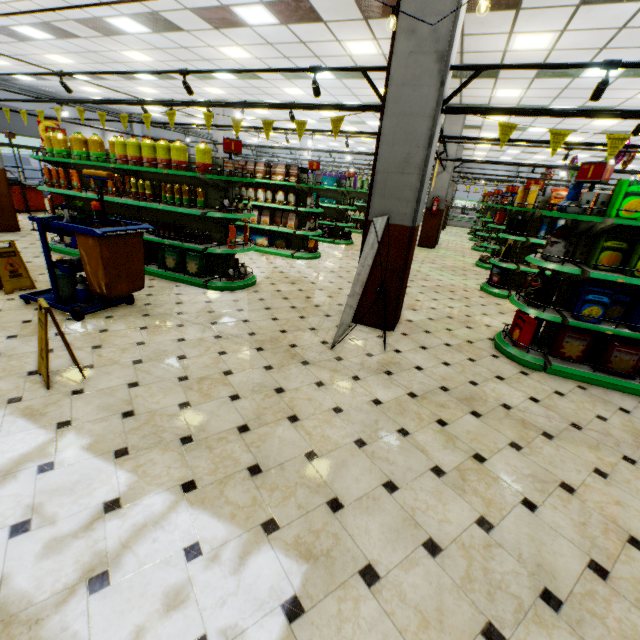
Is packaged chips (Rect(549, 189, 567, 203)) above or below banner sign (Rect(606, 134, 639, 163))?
below

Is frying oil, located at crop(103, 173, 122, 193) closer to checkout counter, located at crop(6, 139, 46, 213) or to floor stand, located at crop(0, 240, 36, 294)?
floor stand, located at crop(0, 240, 36, 294)

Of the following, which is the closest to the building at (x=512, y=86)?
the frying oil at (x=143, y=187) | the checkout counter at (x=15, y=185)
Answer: the checkout counter at (x=15, y=185)

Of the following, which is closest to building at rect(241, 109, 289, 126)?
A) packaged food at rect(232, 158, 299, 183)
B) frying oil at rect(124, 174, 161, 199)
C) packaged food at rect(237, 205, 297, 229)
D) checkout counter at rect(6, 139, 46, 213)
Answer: checkout counter at rect(6, 139, 46, 213)

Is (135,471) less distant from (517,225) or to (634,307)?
(634,307)

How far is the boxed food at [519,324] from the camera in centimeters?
431cm

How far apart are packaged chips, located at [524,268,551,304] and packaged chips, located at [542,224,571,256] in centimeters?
20cm

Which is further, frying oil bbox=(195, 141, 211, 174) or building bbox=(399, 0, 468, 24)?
frying oil bbox=(195, 141, 211, 174)
